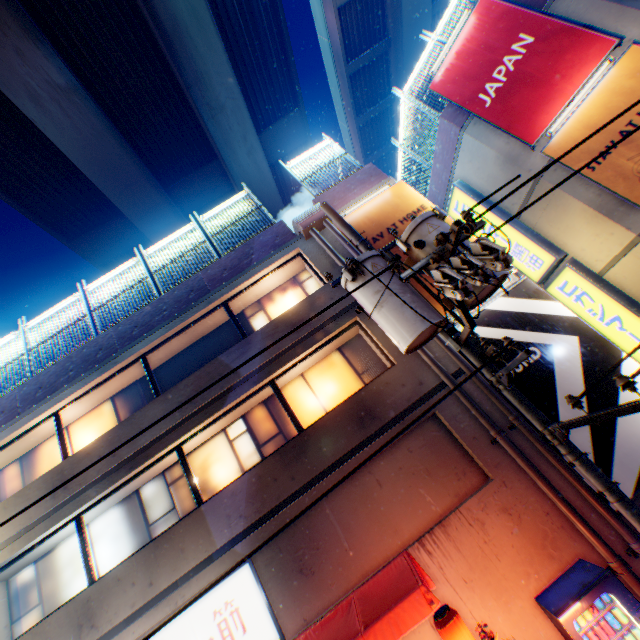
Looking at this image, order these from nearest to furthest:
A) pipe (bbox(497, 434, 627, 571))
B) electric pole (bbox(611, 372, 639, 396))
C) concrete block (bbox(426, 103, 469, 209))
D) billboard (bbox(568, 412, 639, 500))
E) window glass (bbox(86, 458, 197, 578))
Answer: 1. electric pole (bbox(611, 372, 639, 396))
2. pipe (bbox(497, 434, 627, 571))
3. billboard (bbox(568, 412, 639, 500))
4. window glass (bbox(86, 458, 197, 578))
5. concrete block (bbox(426, 103, 469, 209))

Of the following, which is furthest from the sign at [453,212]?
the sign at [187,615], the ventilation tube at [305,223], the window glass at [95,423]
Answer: the window glass at [95,423]

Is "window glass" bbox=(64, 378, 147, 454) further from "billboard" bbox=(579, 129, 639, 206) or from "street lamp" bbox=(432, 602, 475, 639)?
"billboard" bbox=(579, 129, 639, 206)

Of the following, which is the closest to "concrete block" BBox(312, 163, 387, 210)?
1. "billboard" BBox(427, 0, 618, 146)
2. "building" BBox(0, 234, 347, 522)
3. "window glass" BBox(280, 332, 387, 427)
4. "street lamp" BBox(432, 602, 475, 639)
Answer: "building" BBox(0, 234, 347, 522)

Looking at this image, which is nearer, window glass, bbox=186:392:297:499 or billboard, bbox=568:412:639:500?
billboard, bbox=568:412:639:500

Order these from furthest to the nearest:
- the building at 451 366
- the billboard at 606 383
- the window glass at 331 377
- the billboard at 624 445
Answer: the window glass at 331 377
the building at 451 366
the billboard at 606 383
the billboard at 624 445

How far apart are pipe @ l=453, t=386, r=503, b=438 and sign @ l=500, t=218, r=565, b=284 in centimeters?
608cm

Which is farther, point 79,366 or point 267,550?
point 79,366
